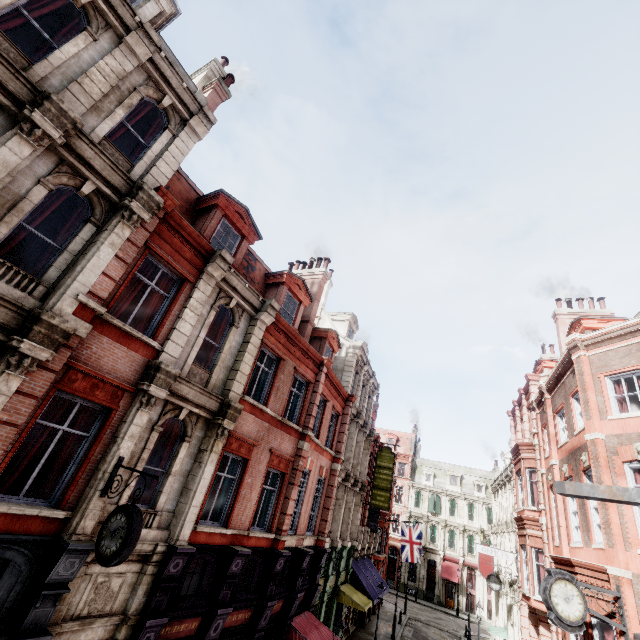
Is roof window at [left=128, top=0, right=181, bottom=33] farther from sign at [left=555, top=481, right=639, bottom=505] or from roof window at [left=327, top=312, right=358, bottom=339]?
roof window at [left=327, top=312, right=358, bottom=339]

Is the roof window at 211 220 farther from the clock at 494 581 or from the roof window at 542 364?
the clock at 494 581

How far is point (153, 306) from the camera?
9.1m

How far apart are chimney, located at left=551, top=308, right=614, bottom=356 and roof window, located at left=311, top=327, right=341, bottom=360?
13.99m

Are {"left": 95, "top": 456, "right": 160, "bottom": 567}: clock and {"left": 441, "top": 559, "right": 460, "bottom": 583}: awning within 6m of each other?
no

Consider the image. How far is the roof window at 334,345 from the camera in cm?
1887

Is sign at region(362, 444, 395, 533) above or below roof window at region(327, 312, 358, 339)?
below

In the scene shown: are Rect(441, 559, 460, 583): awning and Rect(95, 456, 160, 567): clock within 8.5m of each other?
no
